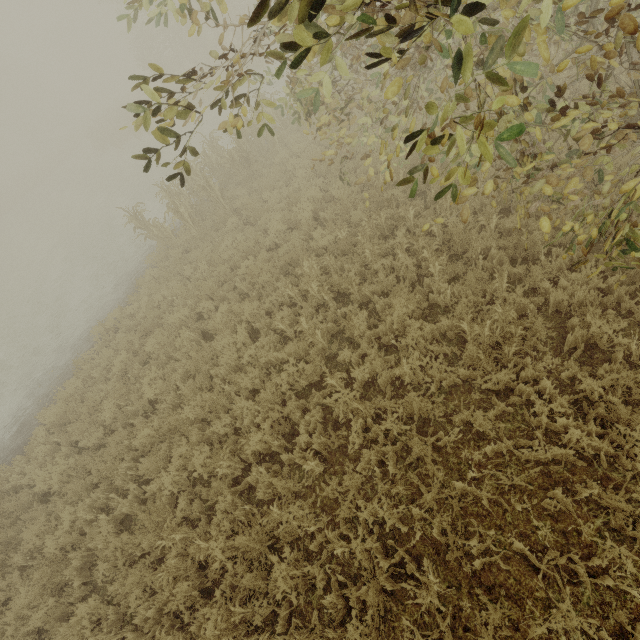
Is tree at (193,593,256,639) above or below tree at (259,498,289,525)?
below

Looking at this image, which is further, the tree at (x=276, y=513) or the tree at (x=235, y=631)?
the tree at (x=276, y=513)

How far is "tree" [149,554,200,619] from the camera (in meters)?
4.66

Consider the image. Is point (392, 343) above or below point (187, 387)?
below

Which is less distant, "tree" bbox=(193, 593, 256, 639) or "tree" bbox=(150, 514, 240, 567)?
"tree" bbox=(193, 593, 256, 639)
